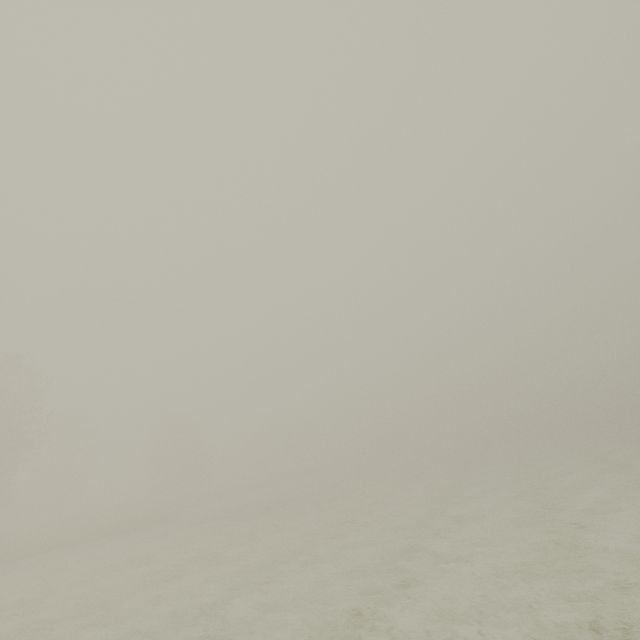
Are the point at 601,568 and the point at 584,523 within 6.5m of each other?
yes
